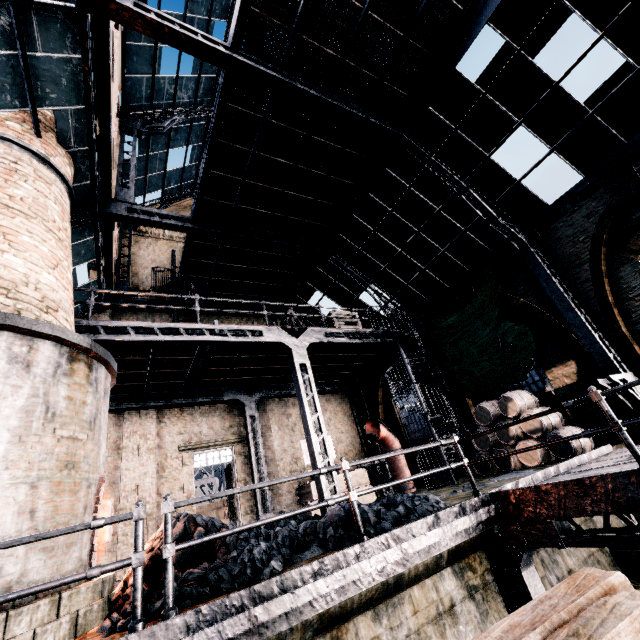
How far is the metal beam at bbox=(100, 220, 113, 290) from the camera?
12.3m

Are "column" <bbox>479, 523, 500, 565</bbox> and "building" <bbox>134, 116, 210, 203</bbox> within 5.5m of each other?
no

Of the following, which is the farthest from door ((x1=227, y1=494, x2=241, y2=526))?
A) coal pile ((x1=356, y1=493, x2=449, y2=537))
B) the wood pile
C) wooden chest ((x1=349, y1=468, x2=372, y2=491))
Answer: the wood pile

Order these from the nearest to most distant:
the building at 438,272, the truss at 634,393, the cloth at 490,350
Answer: the truss at 634,393, the building at 438,272, the cloth at 490,350

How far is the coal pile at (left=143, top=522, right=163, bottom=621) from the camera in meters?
3.9 m

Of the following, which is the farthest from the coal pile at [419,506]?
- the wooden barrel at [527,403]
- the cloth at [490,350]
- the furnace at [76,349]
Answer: the cloth at [490,350]

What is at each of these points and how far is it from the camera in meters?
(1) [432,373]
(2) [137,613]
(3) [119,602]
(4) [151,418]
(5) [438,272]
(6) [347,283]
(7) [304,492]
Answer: (1) truss, 14.5 m
(2) metal railing, 3.4 m
(3) coal pile, 4.8 m
(4) building, 14.3 m
(5) building, 14.5 m
(6) building, 16.8 m
(7) wooden chest, 14.8 m

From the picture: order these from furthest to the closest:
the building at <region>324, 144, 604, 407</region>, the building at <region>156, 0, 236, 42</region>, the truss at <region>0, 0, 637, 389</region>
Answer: the building at <region>156, 0, 236, 42</region>, the building at <region>324, 144, 604, 407</region>, the truss at <region>0, 0, 637, 389</region>
